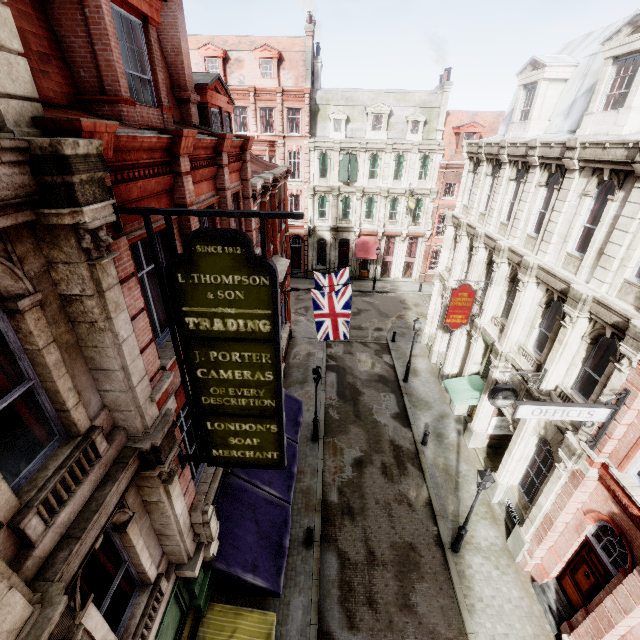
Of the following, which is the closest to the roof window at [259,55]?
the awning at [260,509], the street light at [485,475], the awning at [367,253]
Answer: the awning at [367,253]

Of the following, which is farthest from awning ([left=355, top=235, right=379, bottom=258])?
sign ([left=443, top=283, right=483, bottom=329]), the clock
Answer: the clock

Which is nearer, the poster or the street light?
the street light

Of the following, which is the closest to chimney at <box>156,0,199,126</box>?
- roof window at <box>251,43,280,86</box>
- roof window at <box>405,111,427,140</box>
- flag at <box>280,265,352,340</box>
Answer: flag at <box>280,265,352,340</box>

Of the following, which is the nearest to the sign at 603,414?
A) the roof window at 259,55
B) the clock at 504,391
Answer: the clock at 504,391

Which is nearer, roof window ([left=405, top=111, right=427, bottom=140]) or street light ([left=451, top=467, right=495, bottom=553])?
street light ([left=451, top=467, right=495, bottom=553])

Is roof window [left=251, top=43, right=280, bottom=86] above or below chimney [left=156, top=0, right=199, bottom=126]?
above

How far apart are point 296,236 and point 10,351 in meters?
33.5
